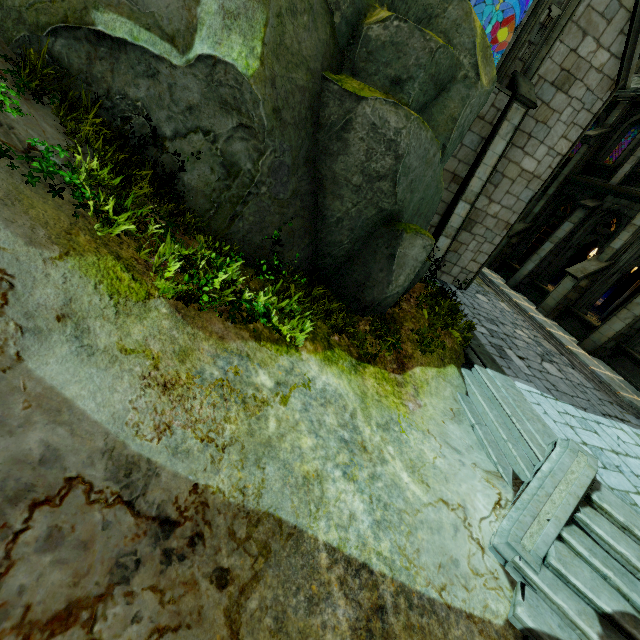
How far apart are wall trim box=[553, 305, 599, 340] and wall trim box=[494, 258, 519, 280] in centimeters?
302cm

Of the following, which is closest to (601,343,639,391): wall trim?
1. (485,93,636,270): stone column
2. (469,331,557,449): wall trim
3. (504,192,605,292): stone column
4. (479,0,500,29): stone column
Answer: (504,192,605,292): stone column

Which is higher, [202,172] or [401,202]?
[401,202]

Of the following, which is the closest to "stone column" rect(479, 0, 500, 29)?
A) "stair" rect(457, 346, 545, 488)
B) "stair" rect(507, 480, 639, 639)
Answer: "stair" rect(457, 346, 545, 488)

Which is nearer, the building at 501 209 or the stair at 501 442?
the stair at 501 442

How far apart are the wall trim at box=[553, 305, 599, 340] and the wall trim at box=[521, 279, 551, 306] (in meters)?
0.54

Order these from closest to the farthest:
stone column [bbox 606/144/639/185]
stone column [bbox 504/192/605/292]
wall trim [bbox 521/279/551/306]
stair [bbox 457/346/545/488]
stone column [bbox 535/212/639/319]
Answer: stair [bbox 457/346/545/488] < stone column [bbox 535/212/639/319] < stone column [bbox 606/144/639/185] < stone column [bbox 504/192/605/292] < wall trim [bbox 521/279/551/306]

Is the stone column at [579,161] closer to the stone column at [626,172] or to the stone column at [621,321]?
the stone column at [626,172]
